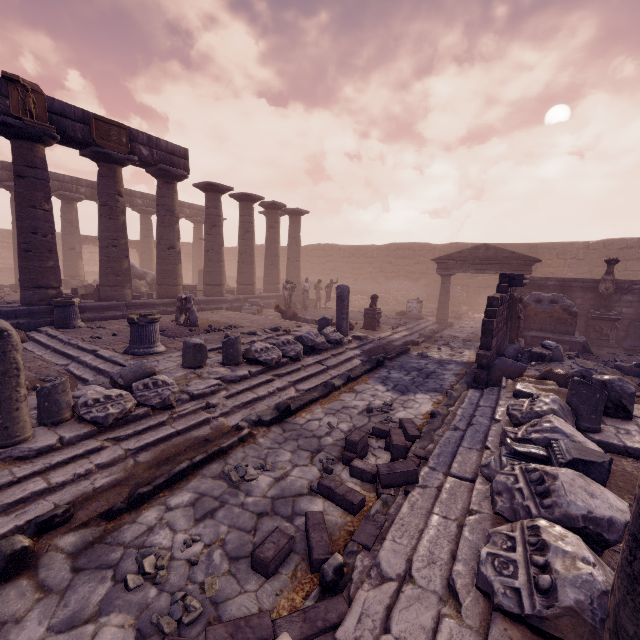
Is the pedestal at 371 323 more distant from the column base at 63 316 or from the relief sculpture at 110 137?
the relief sculpture at 110 137

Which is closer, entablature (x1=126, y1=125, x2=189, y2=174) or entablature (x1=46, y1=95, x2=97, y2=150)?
entablature (x1=46, y1=95, x2=97, y2=150)

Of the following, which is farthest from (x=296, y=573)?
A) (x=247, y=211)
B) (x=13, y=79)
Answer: (x=247, y=211)

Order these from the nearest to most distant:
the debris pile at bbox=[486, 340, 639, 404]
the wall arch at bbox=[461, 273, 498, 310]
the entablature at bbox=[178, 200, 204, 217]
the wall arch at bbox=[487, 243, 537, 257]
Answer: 1. the debris pile at bbox=[486, 340, 639, 404]
2. the wall arch at bbox=[487, 243, 537, 257]
3. the wall arch at bbox=[461, 273, 498, 310]
4. the entablature at bbox=[178, 200, 204, 217]

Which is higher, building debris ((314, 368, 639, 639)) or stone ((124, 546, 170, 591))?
building debris ((314, 368, 639, 639))

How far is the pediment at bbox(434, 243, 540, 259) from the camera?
15.1 meters

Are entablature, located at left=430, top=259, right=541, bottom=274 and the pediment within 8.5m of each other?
yes

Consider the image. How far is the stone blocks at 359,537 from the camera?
3.0m
